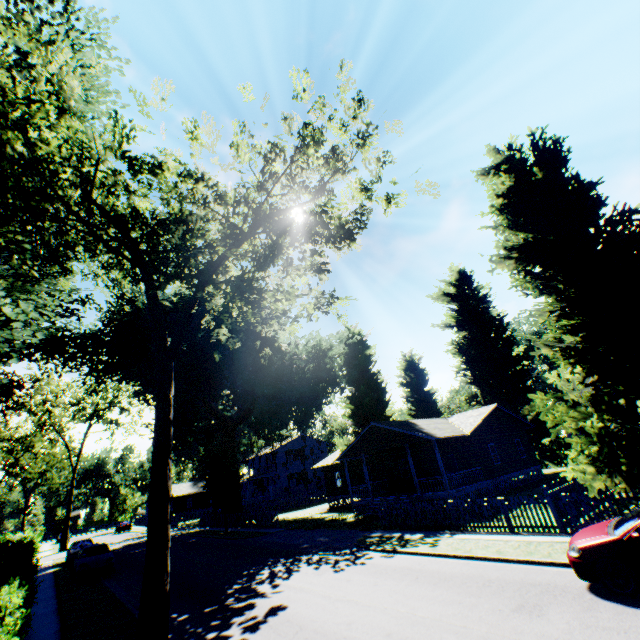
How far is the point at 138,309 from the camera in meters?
8.8

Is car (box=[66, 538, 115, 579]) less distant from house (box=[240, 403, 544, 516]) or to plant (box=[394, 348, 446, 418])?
plant (box=[394, 348, 446, 418])

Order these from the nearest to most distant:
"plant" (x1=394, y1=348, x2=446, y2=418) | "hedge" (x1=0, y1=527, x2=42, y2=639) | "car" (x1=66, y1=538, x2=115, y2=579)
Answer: "hedge" (x1=0, y1=527, x2=42, y2=639) → "car" (x1=66, y1=538, x2=115, y2=579) → "plant" (x1=394, y1=348, x2=446, y2=418)

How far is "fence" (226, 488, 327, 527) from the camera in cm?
2789

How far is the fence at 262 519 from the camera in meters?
27.9 m

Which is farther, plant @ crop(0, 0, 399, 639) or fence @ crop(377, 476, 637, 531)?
fence @ crop(377, 476, 637, 531)

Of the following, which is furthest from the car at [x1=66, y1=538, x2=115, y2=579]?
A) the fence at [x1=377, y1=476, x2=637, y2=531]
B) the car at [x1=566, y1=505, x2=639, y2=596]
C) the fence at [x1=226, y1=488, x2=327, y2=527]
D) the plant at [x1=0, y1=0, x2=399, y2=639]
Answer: the car at [x1=566, y1=505, x2=639, y2=596]

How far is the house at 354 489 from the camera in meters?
24.1
